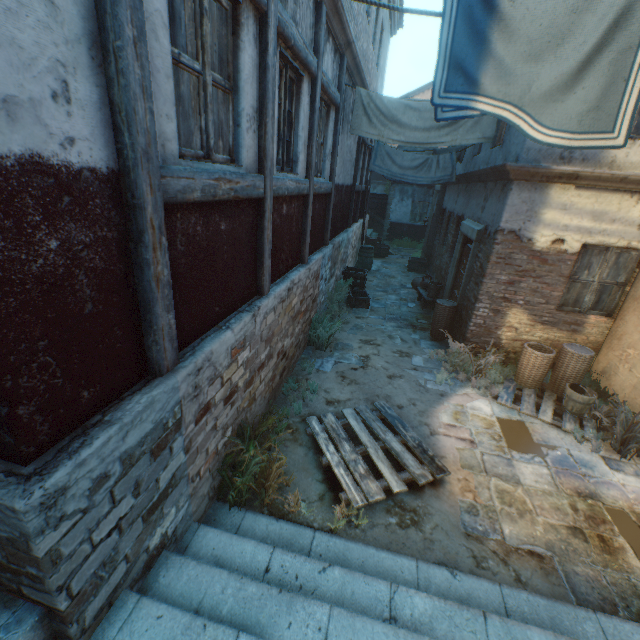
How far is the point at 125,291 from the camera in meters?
2.0

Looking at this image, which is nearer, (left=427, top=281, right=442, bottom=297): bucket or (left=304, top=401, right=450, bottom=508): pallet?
(left=304, top=401, right=450, bottom=508): pallet

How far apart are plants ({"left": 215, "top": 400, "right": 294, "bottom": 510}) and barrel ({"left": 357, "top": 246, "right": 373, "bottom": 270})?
10.4m

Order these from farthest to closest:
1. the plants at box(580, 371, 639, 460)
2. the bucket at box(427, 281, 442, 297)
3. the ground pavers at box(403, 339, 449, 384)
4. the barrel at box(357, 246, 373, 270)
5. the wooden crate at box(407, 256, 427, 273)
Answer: the wooden crate at box(407, 256, 427, 273) → the barrel at box(357, 246, 373, 270) → the bucket at box(427, 281, 442, 297) → the ground pavers at box(403, 339, 449, 384) → the plants at box(580, 371, 639, 460)

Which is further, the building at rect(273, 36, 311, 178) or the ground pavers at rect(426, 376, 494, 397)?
the ground pavers at rect(426, 376, 494, 397)

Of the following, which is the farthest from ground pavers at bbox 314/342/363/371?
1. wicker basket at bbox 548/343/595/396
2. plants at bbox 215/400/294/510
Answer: plants at bbox 215/400/294/510

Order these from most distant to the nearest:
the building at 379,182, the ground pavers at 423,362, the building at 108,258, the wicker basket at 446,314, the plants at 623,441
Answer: the building at 379,182, the wicker basket at 446,314, the ground pavers at 423,362, the plants at 623,441, the building at 108,258

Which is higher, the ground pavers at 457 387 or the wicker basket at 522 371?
the wicker basket at 522 371
